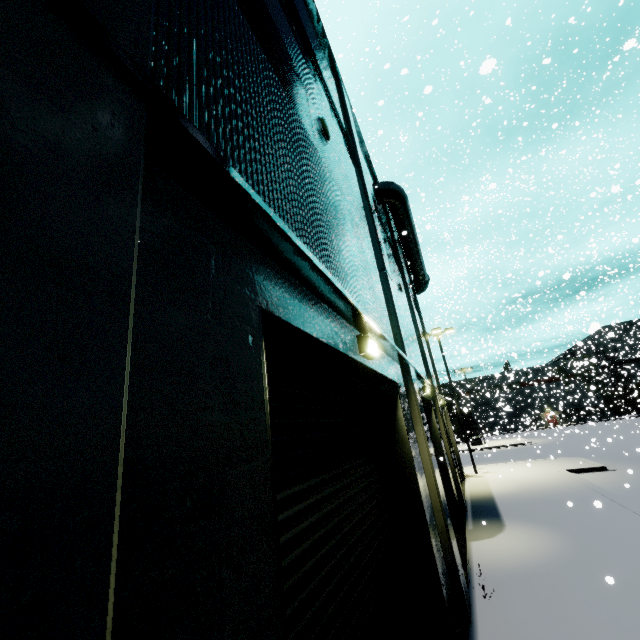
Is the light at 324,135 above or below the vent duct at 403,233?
below

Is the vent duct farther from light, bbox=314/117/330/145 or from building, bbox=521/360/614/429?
light, bbox=314/117/330/145

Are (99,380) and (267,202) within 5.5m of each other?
yes

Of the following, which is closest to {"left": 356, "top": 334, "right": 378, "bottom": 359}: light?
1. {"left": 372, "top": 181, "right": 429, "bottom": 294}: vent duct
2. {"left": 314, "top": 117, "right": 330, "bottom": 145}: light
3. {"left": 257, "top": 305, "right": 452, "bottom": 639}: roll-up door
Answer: {"left": 257, "top": 305, "right": 452, "bottom": 639}: roll-up door

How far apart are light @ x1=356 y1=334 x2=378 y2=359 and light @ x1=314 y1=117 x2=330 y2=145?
3.7 meters

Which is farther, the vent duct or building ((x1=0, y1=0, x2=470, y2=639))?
the vent duct

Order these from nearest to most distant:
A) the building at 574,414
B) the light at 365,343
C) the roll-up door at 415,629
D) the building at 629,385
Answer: the roll-up door at 415,629 < the light at 365,343 < the building at 629,385 < the building at 574,414

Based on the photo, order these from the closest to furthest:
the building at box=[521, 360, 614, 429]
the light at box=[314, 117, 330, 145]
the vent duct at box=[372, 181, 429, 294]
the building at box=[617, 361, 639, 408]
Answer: the light at box=[314, 117, 330, 145], the vent duct at box=[372, 181, 429, 294], the building at box=[617, 361, 639, 408], the building at box=[521, 360, 614, 429]
